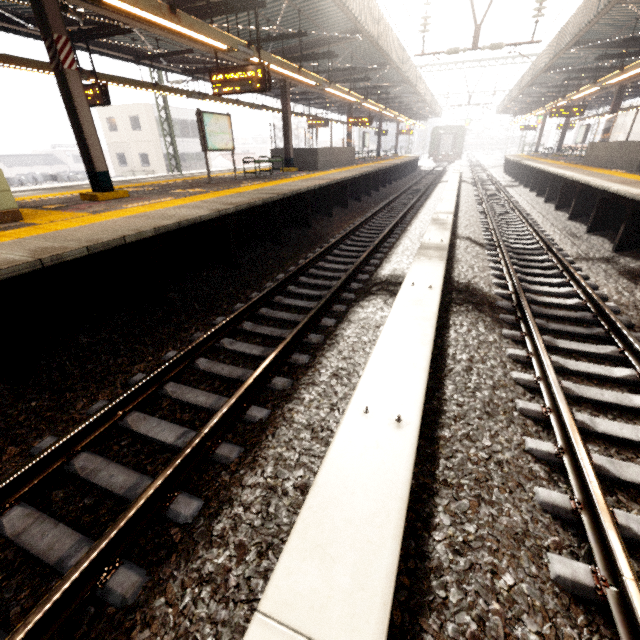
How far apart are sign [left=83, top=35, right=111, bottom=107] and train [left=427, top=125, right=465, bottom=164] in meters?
41.4

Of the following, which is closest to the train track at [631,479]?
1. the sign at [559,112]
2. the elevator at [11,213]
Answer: the sign at [559,112]

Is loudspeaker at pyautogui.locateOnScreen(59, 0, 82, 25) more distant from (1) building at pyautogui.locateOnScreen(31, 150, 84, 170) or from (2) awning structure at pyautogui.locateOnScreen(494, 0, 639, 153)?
(1) building at pyautogui.locateOnScreen(31, 150, 84, 170)

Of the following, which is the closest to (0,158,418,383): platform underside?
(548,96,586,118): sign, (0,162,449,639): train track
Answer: (0,162,449,639): train track

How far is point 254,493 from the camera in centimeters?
229cm

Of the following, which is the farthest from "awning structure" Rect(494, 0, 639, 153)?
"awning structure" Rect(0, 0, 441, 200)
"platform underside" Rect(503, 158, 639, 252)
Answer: "awning structure" Rect(0, 0, 441, 200)

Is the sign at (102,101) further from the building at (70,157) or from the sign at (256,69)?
the building at (70,157)

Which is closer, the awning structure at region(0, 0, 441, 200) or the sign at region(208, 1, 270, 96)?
the awning structure at region(0, 0, 441, 200)
